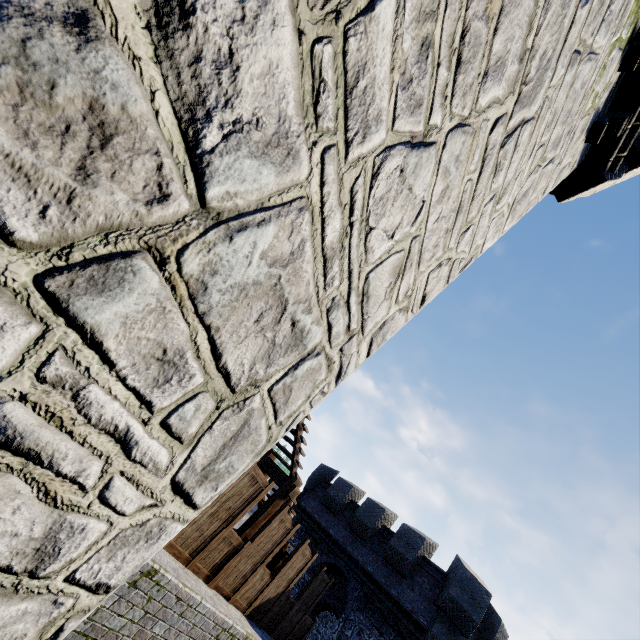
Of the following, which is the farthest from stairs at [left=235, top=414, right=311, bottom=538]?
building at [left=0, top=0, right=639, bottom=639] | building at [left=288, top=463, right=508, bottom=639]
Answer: building at [left=288, top=463, right=508, bottom=639]

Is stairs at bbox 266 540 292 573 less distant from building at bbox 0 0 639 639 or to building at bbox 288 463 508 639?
building at bbox 0 0 639 639

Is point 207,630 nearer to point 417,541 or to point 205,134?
point 205,134

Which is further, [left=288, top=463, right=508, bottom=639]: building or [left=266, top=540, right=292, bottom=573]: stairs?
[left=288, top=463, right=508, bottom=639]: building

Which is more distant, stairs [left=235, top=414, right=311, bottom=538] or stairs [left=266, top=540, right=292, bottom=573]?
stairs [left=266, top=540, right=292, bottom=573]

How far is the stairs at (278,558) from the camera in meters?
9.2
